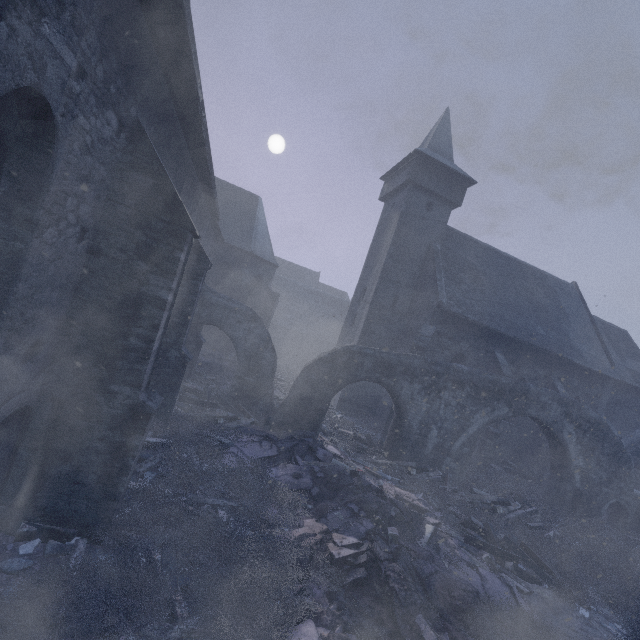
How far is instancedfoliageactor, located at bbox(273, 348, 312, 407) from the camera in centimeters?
1771cm

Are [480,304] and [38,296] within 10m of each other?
no

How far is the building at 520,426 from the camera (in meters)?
15.94

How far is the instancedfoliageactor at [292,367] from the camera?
17.7 meters

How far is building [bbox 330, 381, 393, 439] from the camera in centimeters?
1727cm

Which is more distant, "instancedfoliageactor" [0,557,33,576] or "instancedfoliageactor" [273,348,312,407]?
"instancedfoliageactor" [273,348,312,407]

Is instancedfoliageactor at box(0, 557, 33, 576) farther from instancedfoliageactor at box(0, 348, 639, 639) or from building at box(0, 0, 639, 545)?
instancedfoliageactor at box(0, 348, 639, 639)
